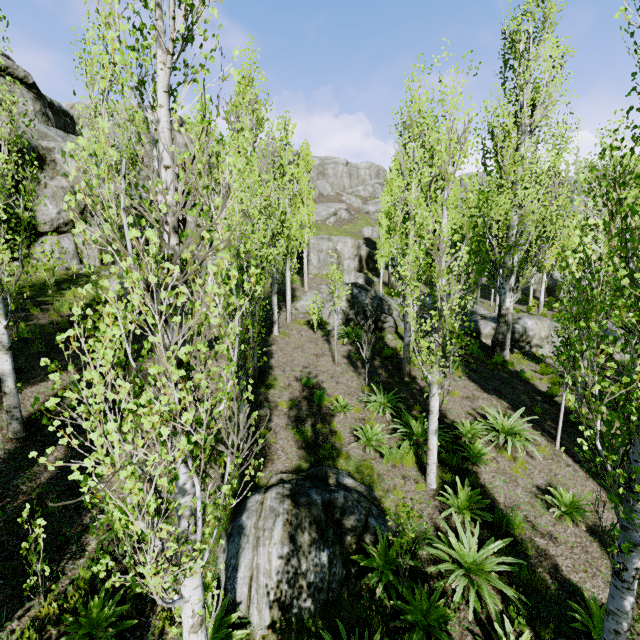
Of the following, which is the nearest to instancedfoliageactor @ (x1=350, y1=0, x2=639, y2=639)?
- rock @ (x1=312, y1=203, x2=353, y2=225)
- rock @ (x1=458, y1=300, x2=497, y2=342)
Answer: rock @ (x1=458, y1=300, x2=497, y2=342)

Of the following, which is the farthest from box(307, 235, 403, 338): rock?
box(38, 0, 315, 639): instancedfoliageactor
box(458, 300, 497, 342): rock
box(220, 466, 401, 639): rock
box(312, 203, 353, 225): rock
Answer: box(220, 466, 401, 639): rock

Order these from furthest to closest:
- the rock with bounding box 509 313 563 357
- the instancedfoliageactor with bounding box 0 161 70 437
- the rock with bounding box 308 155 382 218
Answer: the rock with bounding box 308 155 382 218
the rock with bounding box 509 313 563 357
the instancedfoliageactor with bounding box 0 161 70 437

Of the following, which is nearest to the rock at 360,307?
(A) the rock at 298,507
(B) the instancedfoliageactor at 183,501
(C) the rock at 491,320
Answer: (B) the instancedfoliageactor at 183,501

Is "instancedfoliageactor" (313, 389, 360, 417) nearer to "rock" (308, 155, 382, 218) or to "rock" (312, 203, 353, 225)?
"rock" (308, 155, 382, 218)

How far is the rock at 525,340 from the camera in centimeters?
1563cm

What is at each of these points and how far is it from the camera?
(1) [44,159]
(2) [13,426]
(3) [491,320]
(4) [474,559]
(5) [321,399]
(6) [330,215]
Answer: (1) rock, 14.75m
(2) instancedfoliageactor, 6.77m
(3) rock, 17.08m
(4) instancedfoliageactor, 6.15m
(5) instancedfoliageactor, 10.50m
(6) rock, 46.00m

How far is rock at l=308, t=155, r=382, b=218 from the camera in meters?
52.5
